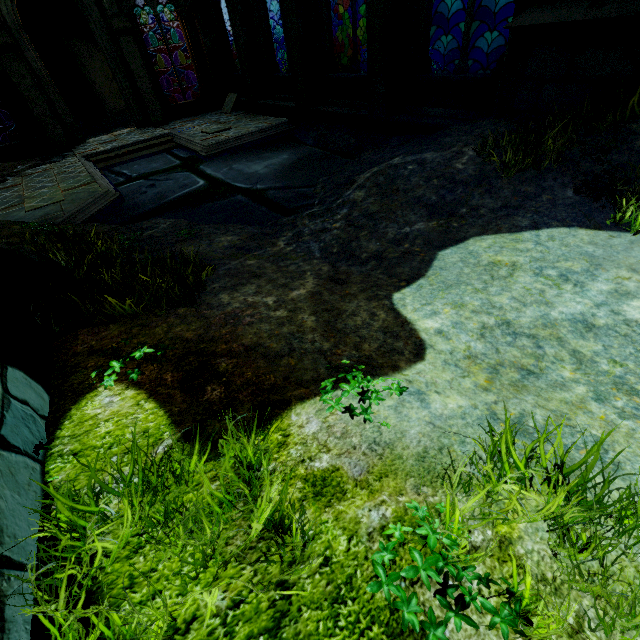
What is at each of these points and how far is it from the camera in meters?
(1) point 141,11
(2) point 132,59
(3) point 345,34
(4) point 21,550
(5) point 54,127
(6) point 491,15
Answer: (1) rock, 15.8
(2) stone column, 11.4
(3) rock, 18.5
(4) bridge, 1.3
(5) stone column, 11.0
(6) rock, 14.5

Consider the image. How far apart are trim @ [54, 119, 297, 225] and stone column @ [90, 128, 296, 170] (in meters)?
0.01

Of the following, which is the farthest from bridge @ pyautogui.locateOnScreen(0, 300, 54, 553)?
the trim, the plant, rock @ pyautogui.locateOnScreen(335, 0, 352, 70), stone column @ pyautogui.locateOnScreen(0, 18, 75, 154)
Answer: rock @ pyautogui.locateOnScreen(335, 0, 352, 70)

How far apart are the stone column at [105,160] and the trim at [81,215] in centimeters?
1cm

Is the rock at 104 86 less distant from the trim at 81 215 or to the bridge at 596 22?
the trim at 81 215

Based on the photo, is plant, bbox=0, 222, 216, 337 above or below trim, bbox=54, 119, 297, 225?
above

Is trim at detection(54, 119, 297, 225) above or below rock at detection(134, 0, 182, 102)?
below

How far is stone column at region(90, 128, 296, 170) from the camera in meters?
9.7
